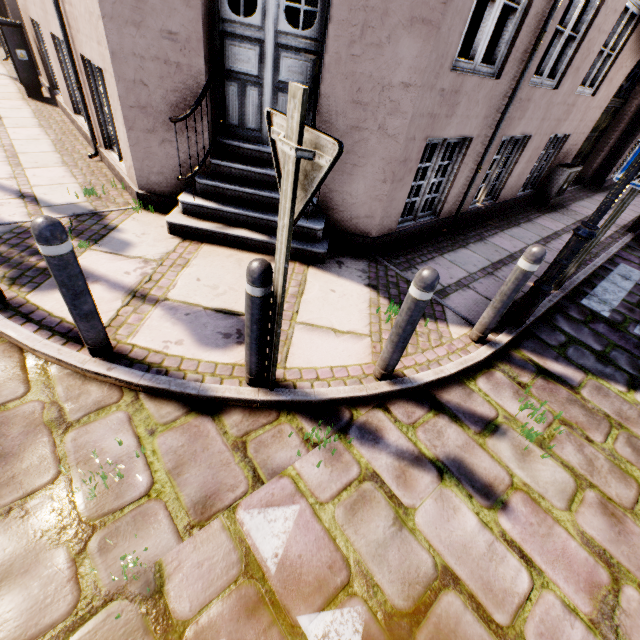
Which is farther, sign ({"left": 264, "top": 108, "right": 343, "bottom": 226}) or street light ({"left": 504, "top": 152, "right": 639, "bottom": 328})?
street light ({"left": 504, "top": 152, "right": 639, "bottom": 328})

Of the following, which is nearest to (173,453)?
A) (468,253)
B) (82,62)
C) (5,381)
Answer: (5,381)

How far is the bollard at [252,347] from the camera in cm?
186

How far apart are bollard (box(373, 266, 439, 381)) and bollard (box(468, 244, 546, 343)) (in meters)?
1.16

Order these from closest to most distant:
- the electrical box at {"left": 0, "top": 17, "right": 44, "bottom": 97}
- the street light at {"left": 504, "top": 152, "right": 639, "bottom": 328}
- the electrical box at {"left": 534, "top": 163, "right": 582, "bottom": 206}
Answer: the street light at {"left": 504, "top": 152, "right": 639, "bottom": 328}
the electrical box at {"left": 0, "top": 17, "right": 44, "bottom": 97}
the electrical box at {"left": 534, "top": 163, "right": 582, "bottom": 206}

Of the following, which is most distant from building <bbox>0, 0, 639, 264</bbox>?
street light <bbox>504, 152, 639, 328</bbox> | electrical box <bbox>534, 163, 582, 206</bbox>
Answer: street light <bbox>504, 152, 639, 328</bbox>

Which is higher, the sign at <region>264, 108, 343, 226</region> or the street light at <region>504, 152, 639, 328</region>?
the sign at <region>264, 108, 343, 226</region>

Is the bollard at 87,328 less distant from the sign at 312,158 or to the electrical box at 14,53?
the sign at 312,158
